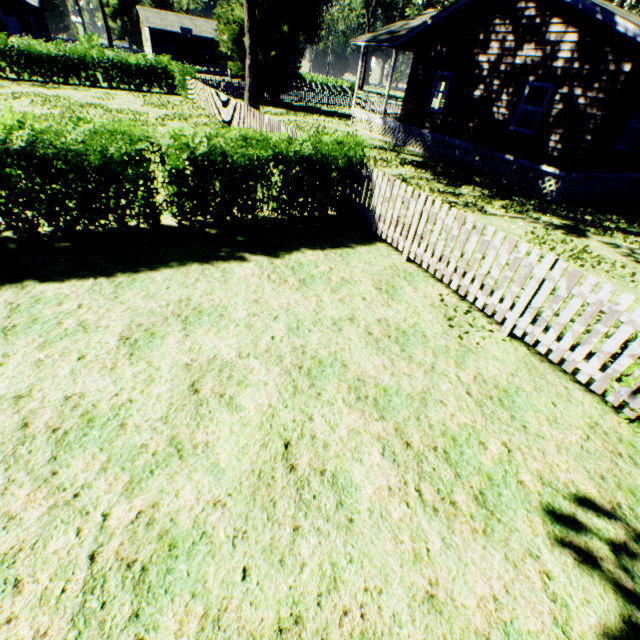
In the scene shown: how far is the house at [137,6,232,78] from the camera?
45.9m

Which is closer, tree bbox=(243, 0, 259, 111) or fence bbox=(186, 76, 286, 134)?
fence bbox=(186, 76, 286, 134)

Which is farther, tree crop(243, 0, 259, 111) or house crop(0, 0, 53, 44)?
house crop(0, 0, 53, 44)

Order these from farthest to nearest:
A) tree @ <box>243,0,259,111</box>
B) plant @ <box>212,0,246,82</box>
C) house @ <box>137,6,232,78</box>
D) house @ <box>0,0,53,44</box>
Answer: house @ <box>137,6,232,78</box>
house @ <box>0,0,53,44</box>
plant @ <box>212,0,246,82</box>
tree @ <box>243,0,259,111</box>

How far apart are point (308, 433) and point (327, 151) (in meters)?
5.82

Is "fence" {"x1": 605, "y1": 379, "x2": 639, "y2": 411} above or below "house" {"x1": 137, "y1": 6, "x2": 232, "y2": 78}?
below

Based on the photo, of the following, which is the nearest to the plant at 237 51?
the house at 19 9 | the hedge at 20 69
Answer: the hedge at 20 69

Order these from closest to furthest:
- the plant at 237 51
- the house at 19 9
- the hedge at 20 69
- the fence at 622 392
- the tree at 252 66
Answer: the fence at 622 392 < the tree at 252 66 < the hedge at 20 69 < the plant at 237 51 < the house at 19 9
